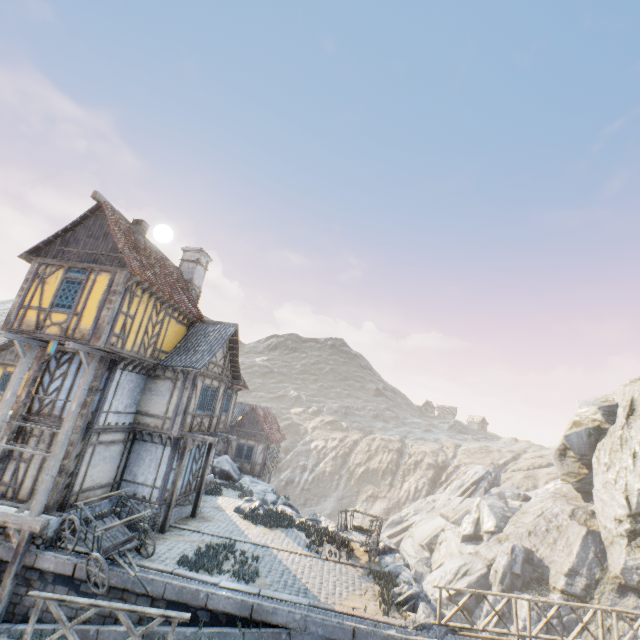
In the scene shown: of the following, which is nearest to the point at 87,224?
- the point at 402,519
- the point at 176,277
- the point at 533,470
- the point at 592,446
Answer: the point at 176,277

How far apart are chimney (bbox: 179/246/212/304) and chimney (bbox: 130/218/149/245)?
4.6m

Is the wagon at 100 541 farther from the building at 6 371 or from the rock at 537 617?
the building at 6 371

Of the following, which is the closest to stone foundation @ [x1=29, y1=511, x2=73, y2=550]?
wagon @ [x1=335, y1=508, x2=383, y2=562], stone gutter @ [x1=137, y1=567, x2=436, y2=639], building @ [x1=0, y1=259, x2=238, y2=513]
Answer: building @ [x1=0, y1=259, x2=238, y2=513]

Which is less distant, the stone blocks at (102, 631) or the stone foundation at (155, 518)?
the stone blocks at (102, 631)

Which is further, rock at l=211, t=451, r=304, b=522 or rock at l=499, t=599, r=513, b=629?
rock at l=499, t=599, r=513, b=629

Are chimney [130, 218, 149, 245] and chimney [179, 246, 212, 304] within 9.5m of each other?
yes

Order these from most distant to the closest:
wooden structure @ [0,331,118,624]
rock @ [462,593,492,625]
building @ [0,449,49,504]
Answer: rock @ [462,593,492,625] < building @ [0,449,49,504] < wooden structure @ [0,331,118,624]
